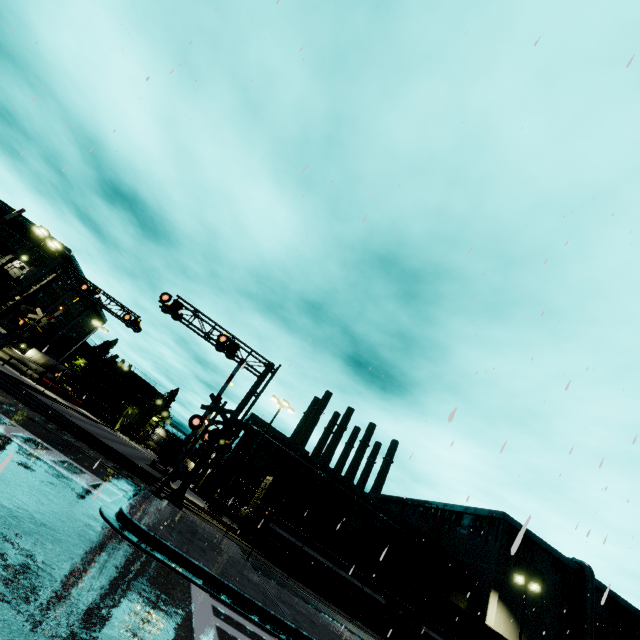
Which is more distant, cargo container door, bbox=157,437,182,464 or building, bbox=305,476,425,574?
cargo container door, bbox=157,437,182,464

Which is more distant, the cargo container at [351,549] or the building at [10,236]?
the building at [10,236]

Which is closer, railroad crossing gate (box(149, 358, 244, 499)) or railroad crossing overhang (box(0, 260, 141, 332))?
railroad crossing gate (box(149, 358, 244, 499))

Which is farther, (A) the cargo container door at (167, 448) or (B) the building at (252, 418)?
(B) the building at (252, 418)

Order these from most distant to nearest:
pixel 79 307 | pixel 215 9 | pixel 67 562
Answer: pixel 79 307 → pixel 215 9 → pixel 67 562

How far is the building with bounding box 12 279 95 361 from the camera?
45.69m

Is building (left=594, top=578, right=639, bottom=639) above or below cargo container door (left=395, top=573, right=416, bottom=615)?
above

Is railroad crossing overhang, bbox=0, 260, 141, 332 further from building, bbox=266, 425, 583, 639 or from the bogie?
the bogie
